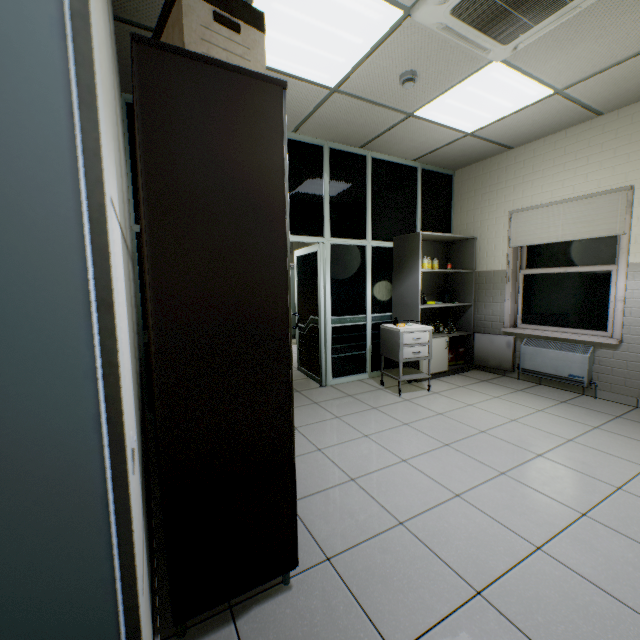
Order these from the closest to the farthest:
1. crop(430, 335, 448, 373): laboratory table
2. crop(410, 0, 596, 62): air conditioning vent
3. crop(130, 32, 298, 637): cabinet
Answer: crop(130, 32, 298, 637): cabinet
crop(410, 0, 596, 62): air conditioning vent
crop(430, 335, 448, 373): laboratory table

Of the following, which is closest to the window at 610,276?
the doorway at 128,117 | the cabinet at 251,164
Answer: the doorway at 128,117

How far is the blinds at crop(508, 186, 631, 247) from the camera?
3.59m

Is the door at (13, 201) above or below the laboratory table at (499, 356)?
above

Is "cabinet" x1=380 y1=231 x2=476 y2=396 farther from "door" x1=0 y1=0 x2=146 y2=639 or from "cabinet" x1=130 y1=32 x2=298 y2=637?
"door" x1=0 y1=0 x2=146 y2=639

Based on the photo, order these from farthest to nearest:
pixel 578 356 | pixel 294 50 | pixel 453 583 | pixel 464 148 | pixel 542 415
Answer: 1. pixel 464 148
2. pixel 578 356
3. pixel 542 415
4. pixel 294 50
5. pixel 453 583

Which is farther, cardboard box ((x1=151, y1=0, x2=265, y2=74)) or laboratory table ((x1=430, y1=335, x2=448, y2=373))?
laboratory table ((x1=430, y1=335, x2=448, y2=373))

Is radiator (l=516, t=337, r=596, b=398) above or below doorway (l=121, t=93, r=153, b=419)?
below
